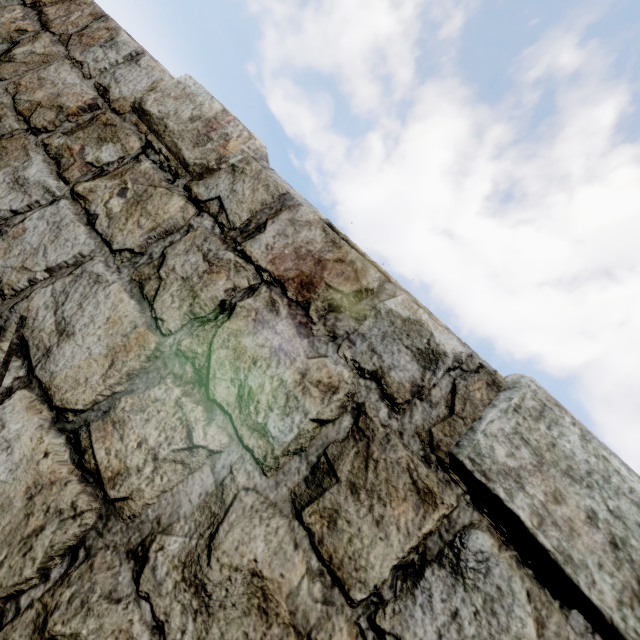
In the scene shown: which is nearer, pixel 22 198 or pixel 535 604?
pixel 535 604
